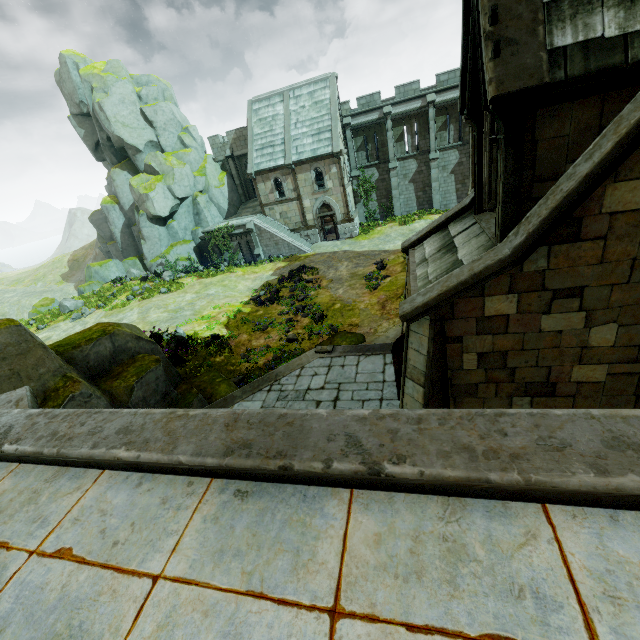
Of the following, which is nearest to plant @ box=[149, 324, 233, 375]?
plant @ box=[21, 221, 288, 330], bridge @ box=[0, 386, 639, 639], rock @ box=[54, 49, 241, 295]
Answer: bridge @ box=[0, 386, 639, 639]

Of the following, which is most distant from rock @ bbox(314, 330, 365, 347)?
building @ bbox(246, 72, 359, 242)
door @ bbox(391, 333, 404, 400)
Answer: building @ bbox(246, 72, 359, 242)

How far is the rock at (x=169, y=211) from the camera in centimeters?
3006cm

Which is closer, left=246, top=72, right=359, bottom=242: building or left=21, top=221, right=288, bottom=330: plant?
left=21, top=221, right=288, bottom=330: plant

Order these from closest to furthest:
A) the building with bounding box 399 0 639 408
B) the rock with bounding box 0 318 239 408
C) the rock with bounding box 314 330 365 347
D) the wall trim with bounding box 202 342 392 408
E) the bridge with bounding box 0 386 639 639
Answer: the bridge with bounding box 0 386 639 639
the building with bounding box 399 0 639 408
the rock with bounding box 0 318 239 408
the wall trim with bounding box 202 342 392 408
the rock with bounding box 314 330 365 347

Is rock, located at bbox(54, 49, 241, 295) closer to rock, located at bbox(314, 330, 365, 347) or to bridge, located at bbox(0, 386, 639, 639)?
bridge, located at bbox(0, 386, 639, 639)

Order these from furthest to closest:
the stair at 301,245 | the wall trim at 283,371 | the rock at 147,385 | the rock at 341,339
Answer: the stair at 301,245 < the rock at 341,339 < the wall trim at 283,371 < the rock at 147,385

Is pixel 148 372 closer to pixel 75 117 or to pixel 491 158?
pixel 491 158
